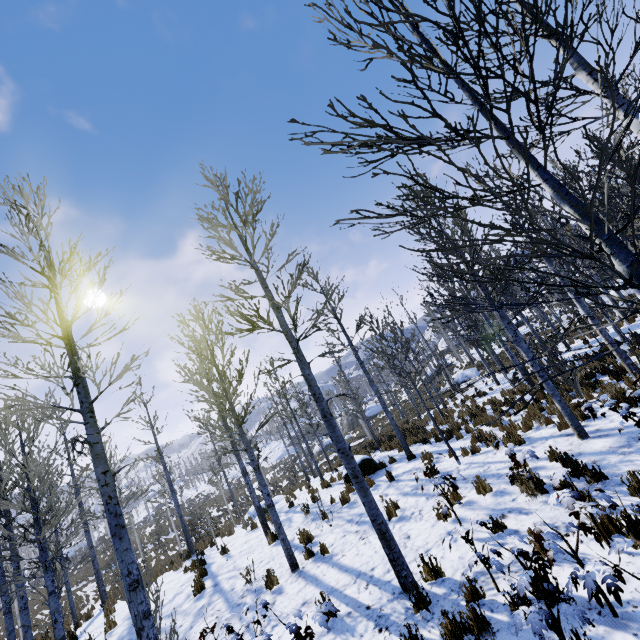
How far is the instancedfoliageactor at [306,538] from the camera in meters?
7.7

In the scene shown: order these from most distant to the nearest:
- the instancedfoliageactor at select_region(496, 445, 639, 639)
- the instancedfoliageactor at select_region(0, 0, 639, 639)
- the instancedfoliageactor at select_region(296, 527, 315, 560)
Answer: the instancedfoliageactor at select_region(296, 527, 315, 560) → the instancedfoliageactor at select_region(496, 445, 639, 639) → the instancedfoliageactor at select_region(0, 0, 639, 639)

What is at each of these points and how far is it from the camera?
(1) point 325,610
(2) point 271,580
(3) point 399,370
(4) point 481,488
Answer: (1) instancedfoliageactor, 3.87m
(2) instancedfoliageactor, 7.11m
(3) instancedfoliageactor, 32.81m
(4) instancedfoliageactor, 6.88m

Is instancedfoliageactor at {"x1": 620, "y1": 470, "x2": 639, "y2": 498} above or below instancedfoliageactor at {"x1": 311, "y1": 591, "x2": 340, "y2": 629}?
below

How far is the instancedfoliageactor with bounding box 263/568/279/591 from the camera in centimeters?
702cm

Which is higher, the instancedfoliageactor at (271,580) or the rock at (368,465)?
the rock at (368,465)

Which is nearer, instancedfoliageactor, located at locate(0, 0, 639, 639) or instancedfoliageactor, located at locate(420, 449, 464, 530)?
instancedfoliageactor, located at locate(0, 0, 639, 639)
